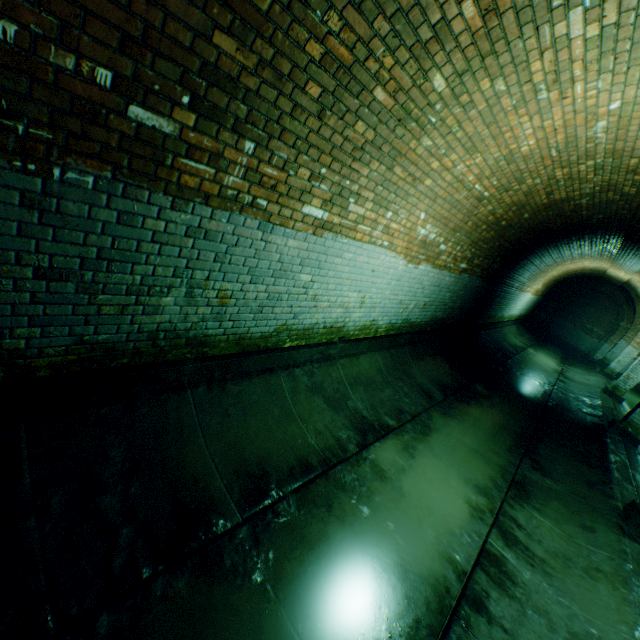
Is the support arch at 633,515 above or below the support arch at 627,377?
below

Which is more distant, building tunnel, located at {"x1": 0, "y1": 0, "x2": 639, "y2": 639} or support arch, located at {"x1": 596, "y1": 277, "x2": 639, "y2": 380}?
support arch, located at {"x1": 596, "y1": 277, "x2": 639, "y2": 380}

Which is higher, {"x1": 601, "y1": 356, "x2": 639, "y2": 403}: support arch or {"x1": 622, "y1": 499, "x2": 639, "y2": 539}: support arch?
{"x1": 601, "y1": 356, "x2": 639, "y2": 403}: support arch

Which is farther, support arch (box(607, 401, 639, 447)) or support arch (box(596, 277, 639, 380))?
support arch (box(596, 277, 639, 380))

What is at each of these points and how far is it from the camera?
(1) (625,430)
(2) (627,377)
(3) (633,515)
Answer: (1) support arch, 8.3m
(2) support arch, 11.9m
(3) support arch, 4.7m

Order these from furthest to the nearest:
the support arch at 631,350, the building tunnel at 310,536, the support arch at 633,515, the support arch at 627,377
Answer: the support arch at 631,350 → the support arch at 627,377 → the support arch at 633,515 → the building tunnel at 310,536

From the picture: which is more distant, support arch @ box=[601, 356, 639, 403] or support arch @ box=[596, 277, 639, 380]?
support arch @ box=[596, 277, 639, 380]

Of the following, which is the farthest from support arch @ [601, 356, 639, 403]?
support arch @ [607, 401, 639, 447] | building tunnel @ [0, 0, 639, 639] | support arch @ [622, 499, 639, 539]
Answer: support arch @ [622, 499, 639, 539]
